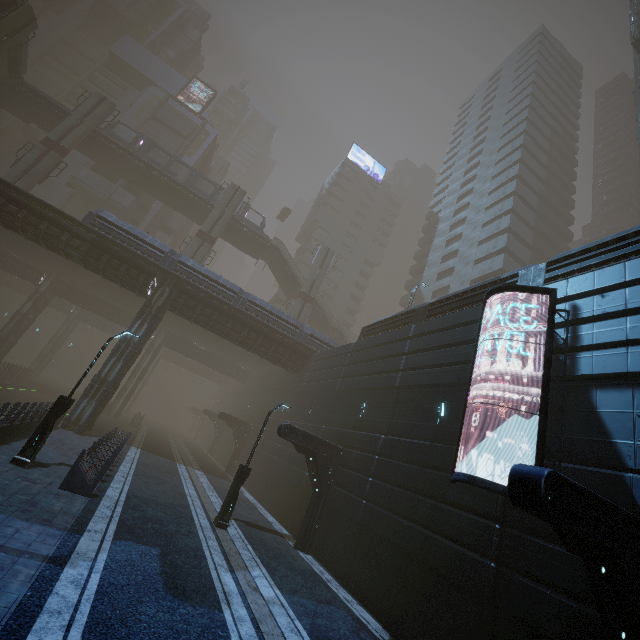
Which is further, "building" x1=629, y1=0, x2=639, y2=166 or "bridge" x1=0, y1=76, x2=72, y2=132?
"bridge" x1=0, y1=76, x2=72, y2=132

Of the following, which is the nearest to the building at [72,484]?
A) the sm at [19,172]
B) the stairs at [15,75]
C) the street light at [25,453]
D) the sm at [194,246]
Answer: the street light at [25,453]

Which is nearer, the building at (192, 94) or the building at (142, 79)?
the building at (142, 79)

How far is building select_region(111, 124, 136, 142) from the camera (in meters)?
45.97

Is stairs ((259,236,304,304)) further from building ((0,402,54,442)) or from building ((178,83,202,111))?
building ((178,83,202,111))

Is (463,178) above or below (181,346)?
above

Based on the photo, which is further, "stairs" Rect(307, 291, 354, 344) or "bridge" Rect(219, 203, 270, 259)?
"stairs" Rect(307, 291, 354, 344)

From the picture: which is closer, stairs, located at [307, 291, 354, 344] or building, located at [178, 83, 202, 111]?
stairs, located at [307, 291, 354, 344]
